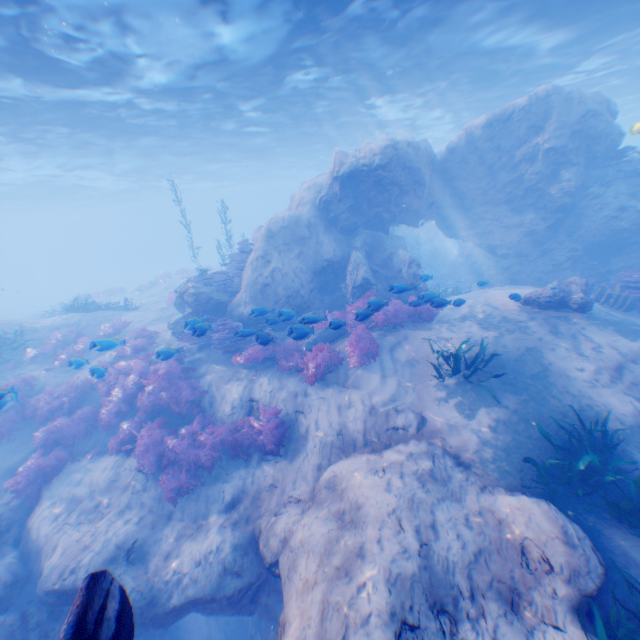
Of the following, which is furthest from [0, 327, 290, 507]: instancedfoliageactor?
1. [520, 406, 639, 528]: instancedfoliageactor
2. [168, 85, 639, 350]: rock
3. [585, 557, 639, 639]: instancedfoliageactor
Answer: [585, 557, 639, 639]: instancedfoliageactor

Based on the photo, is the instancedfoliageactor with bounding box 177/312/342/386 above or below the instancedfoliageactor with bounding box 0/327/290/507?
above

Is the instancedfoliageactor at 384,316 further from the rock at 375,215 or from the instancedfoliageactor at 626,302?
the instancedfoliageactor at 626,302

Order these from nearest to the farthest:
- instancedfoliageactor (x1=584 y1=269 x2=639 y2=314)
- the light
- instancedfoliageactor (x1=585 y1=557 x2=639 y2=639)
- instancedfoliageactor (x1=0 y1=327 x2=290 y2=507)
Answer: instancedfoliageactor (x1=585 y1=557 x2=639 y2=639) < instancedfoliageactor (x1=0 y1=327 x2=290 y2=507) < the light < instancedfoliageactor (x1=584 y1=269 x2=639 y2=314)

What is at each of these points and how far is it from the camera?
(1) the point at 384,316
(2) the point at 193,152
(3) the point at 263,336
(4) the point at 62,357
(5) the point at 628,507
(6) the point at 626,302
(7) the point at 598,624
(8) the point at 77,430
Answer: (1) instancedfoliageactor, 11.1 meters
(2) light, 28.2 meters
(3) instancedfoliageactor, 9.1 meters
(4) instancedfoliageactor, 13.8 meters
(5) instancedfoliageactor, 5.3 meters
(6) instancedfoliageactor, 11.5 meters
(7) instancedfoliageactor, 4.1 meters
(8) instancedfoliageactor, 10.9 meters

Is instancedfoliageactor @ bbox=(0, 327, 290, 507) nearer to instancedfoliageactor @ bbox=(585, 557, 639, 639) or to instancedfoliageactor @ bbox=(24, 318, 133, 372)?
instancedfoliageactor @ bbox=(24, 318, 133, 372)

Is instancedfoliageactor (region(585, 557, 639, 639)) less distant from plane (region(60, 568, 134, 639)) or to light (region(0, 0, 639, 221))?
plane (region(60, 568, 134, 639))

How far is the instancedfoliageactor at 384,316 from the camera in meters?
9.6 m
